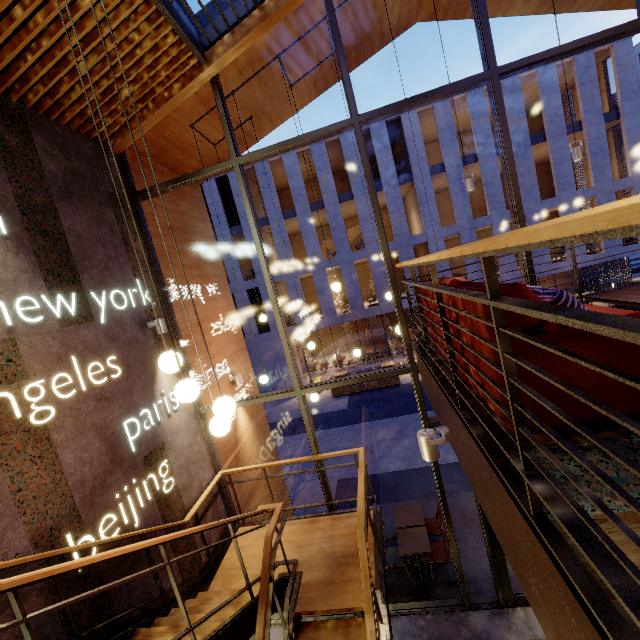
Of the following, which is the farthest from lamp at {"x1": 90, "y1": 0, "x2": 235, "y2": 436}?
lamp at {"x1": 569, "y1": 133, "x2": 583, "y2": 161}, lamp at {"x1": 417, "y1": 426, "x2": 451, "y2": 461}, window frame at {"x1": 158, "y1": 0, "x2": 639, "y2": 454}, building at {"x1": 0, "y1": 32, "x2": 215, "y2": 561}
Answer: lamp at {"x1": 569, "y1": 133, "x2": 583, "y2": 161}

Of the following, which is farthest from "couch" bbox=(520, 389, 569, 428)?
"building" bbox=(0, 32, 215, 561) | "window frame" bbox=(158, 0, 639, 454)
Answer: "window frame" bbox=(158, 0, 639, 454)

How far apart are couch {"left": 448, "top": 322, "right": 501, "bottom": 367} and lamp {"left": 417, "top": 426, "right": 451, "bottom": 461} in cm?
47

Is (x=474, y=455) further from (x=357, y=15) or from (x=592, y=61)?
(x=592, y=61)

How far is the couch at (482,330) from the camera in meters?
1.6

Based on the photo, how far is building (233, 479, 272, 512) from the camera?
6.8m

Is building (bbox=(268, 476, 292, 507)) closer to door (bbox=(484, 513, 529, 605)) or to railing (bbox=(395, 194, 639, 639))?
door (bbox=(484, 513, 529, 605))
